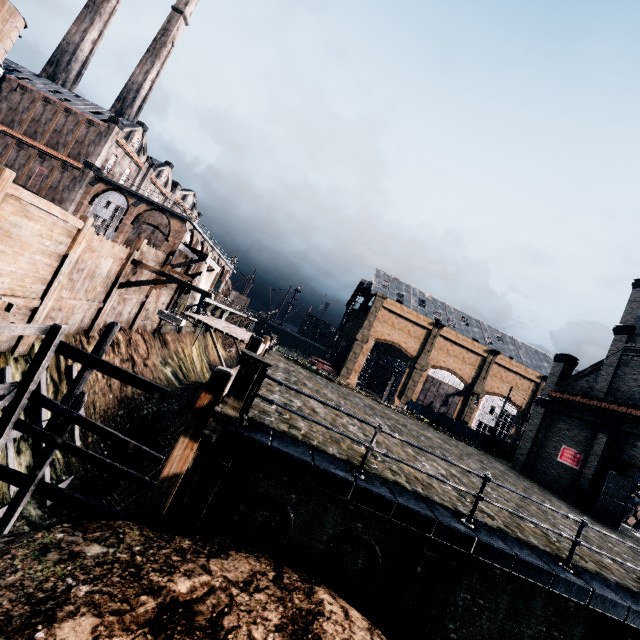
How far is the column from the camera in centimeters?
3316cm

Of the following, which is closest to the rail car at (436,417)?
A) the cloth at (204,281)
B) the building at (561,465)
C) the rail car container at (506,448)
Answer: the building at (561,465)

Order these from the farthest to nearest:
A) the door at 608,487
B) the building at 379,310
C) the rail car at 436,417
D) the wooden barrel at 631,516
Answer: the building at 379,310, the rail car at 436,417, the wooden barrel at 631,516, the door at 608,487

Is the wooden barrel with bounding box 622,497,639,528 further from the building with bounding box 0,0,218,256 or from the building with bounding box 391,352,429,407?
the building with bounding box 0,0,218,256

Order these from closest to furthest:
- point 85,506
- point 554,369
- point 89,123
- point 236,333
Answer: point 85,506 < point 236,333 < point 554,369 < point 89,123

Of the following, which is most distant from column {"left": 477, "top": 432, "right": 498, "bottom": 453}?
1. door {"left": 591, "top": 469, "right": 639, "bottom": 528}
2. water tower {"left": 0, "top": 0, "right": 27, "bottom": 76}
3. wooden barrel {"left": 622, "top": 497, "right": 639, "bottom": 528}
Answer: water tower {"left": 0, "top": 0, "right": 27, "bottom": 76}

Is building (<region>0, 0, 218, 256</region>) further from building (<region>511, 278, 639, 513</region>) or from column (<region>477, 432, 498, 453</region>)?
column (<region>477, 432, 498, 453</region>)

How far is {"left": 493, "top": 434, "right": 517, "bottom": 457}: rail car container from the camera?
35.0 meters
